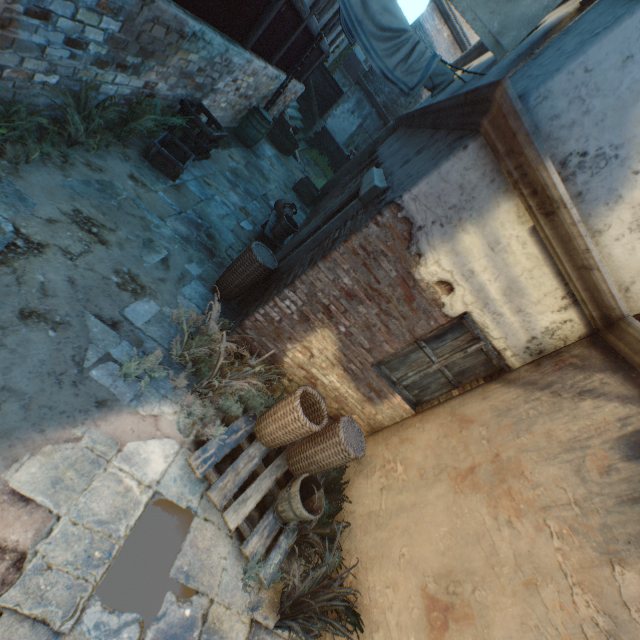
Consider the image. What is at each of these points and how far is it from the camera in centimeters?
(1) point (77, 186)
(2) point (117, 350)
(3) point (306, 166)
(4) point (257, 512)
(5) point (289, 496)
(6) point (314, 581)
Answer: (1) ground pavers, 394cm
(2) ground pavers, 322cm
(3) ground stones, 1451cm
(4) ground stones, 345cm
(5) bucket, 341cm
(6) plants, 308cm

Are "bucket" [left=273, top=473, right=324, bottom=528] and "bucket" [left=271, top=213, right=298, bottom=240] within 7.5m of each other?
yes

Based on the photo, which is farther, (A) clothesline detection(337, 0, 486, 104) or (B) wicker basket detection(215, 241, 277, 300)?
(A) clothesline detection(337, 0, 486, 104)

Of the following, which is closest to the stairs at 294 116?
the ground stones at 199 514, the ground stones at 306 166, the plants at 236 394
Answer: the ground stones at 306 166

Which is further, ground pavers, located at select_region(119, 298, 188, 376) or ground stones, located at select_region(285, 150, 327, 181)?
ground stones, located at select_region(285, 150, 327, 181)

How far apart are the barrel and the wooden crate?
1.73m

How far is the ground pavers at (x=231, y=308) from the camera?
4.8m

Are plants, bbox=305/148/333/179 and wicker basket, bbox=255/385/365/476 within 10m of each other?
no
